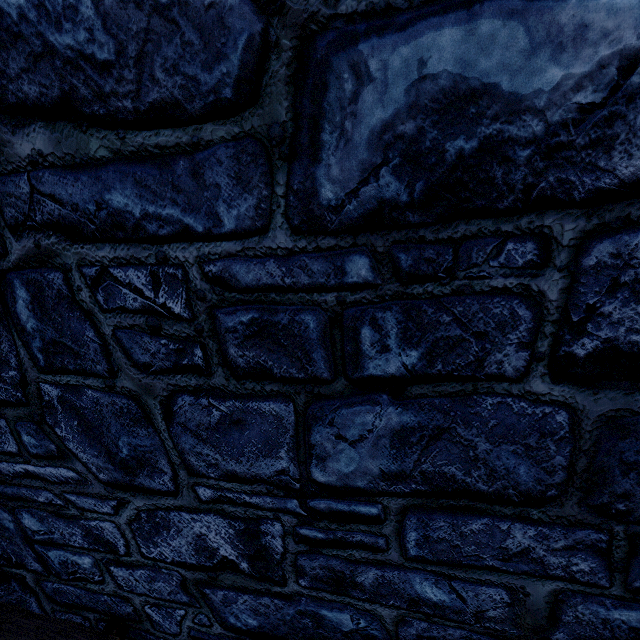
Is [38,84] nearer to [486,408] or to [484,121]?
[484,121]
